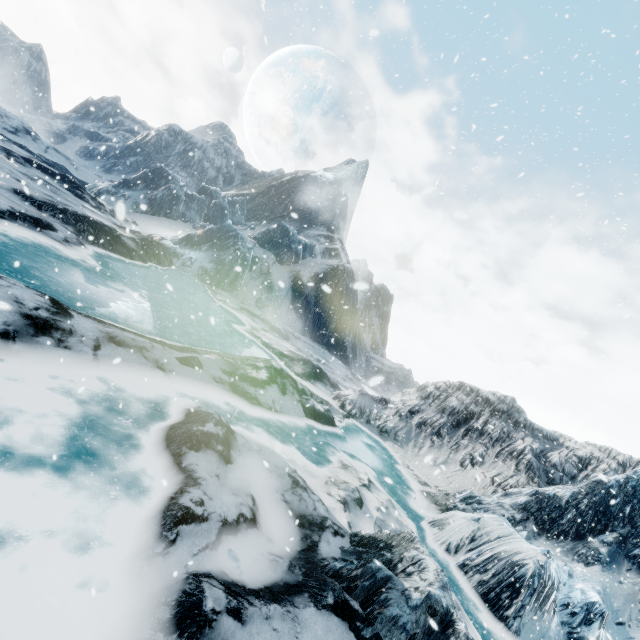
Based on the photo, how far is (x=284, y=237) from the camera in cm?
3894
